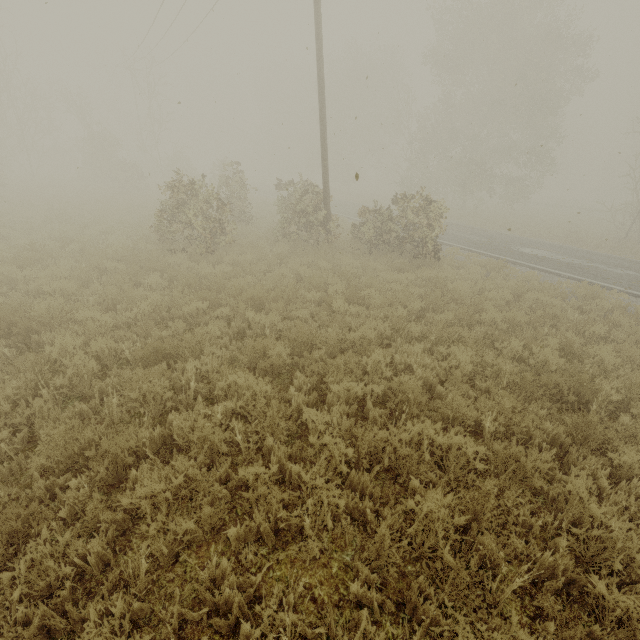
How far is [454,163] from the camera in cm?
3067
